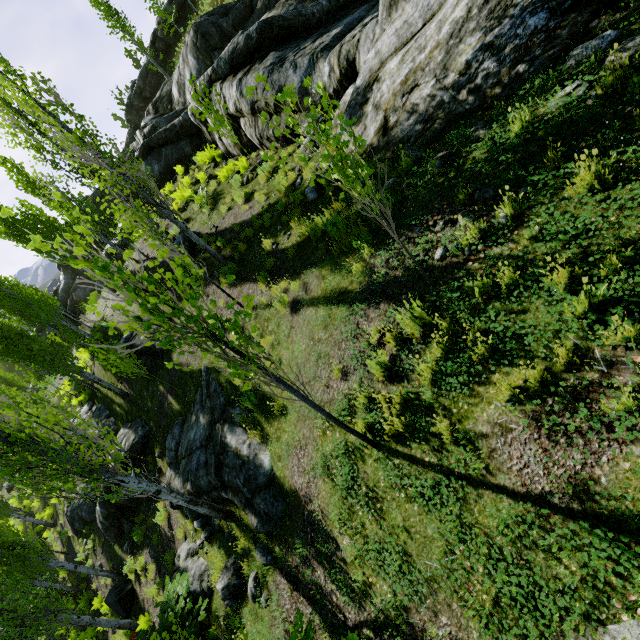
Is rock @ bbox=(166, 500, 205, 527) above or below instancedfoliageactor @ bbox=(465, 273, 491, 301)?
below

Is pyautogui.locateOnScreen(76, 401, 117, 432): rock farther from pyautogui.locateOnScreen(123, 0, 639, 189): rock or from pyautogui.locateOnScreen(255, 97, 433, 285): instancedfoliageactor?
pyautogui.locateOnScreen(123, 0, 639, 189): rock

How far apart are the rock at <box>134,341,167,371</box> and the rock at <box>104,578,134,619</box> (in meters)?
8.44

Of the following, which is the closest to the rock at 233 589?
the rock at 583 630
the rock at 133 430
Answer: the rock at 133 430

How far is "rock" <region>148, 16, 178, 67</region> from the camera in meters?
39.4 m

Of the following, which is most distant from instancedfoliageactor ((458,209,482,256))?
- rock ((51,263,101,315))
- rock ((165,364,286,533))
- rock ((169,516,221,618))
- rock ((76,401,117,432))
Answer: rock ((51,263,101,315))

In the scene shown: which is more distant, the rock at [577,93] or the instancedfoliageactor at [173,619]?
the instancedfoliageactor at [173,619]

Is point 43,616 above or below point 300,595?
above
